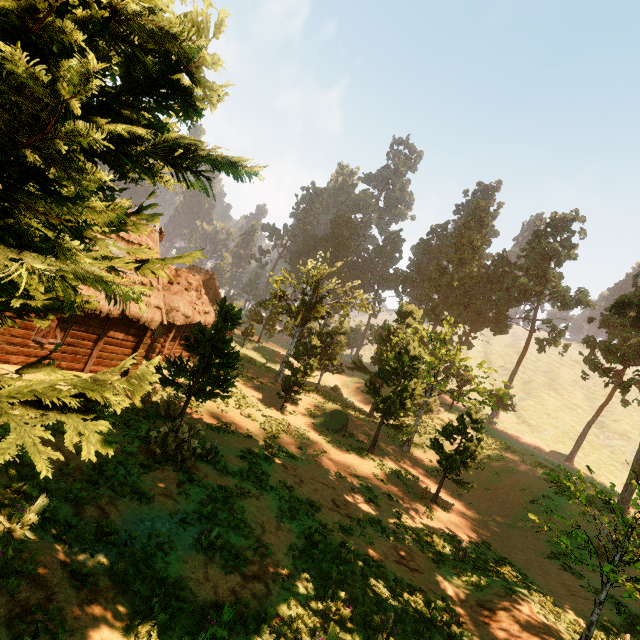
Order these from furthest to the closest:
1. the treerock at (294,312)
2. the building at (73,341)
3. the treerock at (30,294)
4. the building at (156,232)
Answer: the treerock at (294,312) < the building at (156,232) < the building at (73,341) < the treerock at (30,294)

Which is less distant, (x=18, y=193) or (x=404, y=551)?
(x=18, y=193)

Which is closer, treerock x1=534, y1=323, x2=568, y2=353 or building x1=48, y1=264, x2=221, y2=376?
building x1=48, y1=264, x2=221, y2=376

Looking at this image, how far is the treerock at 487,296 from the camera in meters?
23.8

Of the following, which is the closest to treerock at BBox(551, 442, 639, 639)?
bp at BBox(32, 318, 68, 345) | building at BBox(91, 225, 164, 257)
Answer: building at BBox(91, 225, 164, 257)

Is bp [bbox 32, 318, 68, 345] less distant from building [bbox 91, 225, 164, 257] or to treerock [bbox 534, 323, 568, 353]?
building [bbox 91, 225, 164, 257]

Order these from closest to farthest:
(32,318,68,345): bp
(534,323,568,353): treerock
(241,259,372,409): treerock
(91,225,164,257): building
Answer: (32,318,68,345): bp, (91,225,164,257): building, (241,259,372,409): treerock, (534,323,568,353): treerock
